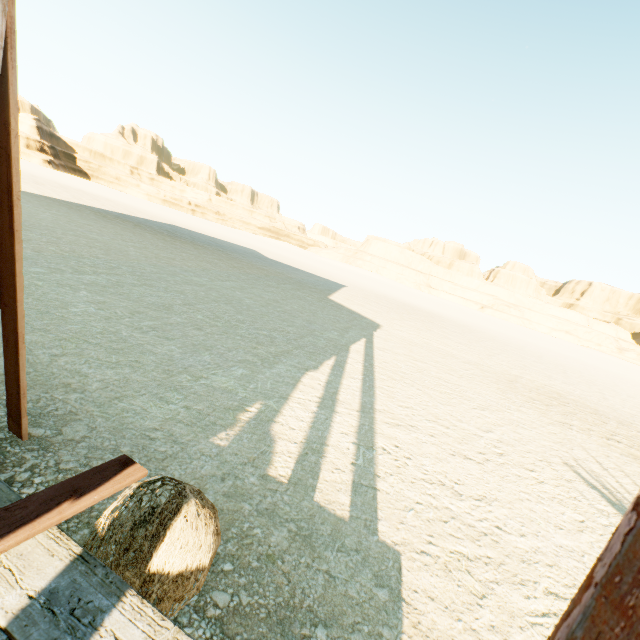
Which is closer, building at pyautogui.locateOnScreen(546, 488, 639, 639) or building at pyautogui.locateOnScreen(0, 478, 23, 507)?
building at pyautogui.locateOnScreen(546, 488, 639, 639)

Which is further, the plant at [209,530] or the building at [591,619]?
the plant at [209,530]

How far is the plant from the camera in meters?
1.1

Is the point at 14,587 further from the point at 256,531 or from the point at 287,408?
the point at 287,408

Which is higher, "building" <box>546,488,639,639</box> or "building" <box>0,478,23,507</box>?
"building" <box>546,488,639,639</box>

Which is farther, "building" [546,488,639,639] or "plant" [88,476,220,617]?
"plant" [88,476,220,617]

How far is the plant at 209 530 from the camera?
1.1 meters

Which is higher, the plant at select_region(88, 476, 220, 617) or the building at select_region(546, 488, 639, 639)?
the building at select_region(546, 488, 639, 639)
